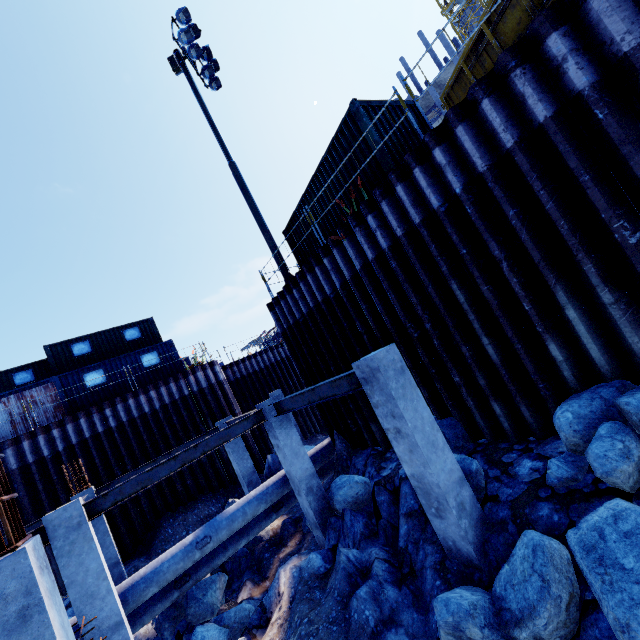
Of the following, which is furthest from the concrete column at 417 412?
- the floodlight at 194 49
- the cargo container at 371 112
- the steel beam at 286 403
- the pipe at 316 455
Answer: the floodlight at 194 49

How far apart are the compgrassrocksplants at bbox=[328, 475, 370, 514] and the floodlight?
16.99m

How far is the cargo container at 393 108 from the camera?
8.63m

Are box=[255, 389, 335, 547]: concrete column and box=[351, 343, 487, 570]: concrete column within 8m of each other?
yes

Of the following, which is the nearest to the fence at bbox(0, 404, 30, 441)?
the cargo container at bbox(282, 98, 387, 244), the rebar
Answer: the cargo container at bbox(282, 98, 387, 244)

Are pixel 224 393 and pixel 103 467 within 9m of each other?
yes

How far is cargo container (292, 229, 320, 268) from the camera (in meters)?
11.64

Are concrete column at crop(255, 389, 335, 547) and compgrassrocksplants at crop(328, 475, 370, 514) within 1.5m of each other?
yes
